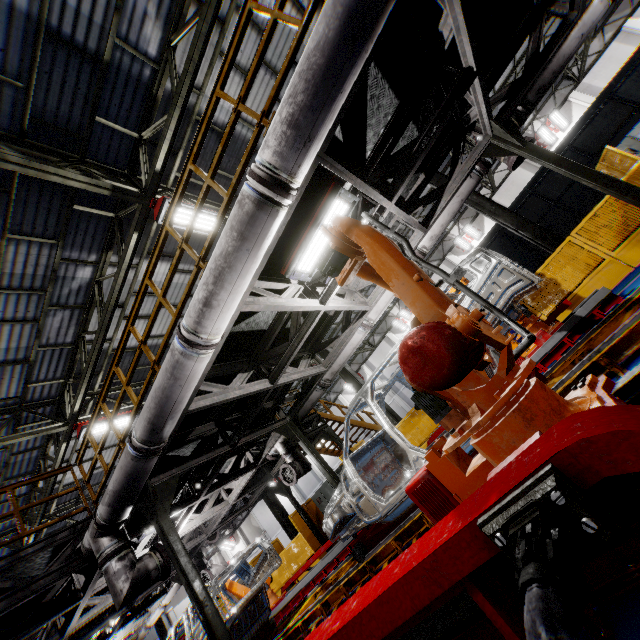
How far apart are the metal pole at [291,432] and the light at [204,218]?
5.2m

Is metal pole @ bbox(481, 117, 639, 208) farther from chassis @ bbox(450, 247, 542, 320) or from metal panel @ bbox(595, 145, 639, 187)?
metal panel @ bbox(595, 145, 639, 187)

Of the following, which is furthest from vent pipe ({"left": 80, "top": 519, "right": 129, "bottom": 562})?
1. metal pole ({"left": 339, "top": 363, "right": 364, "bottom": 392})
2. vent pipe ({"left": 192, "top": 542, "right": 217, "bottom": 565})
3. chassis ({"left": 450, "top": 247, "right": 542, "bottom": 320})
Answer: metal pole ({"left": 339, "top": 363, "right": 364, "bottom": 392})

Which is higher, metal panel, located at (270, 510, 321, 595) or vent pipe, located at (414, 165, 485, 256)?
vent pipe, located at (414, 165, 485, 256)

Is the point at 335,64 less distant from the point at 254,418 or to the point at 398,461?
the point at 398,461

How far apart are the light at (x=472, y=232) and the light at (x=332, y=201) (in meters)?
21.18

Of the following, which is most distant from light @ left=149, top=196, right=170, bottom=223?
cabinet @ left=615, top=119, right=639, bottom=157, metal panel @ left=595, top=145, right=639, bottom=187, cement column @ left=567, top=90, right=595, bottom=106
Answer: cement column @ left=567, top=90, right=595, bottom=106

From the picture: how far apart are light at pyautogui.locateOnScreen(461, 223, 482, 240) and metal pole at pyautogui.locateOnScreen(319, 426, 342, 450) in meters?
18.0 m
